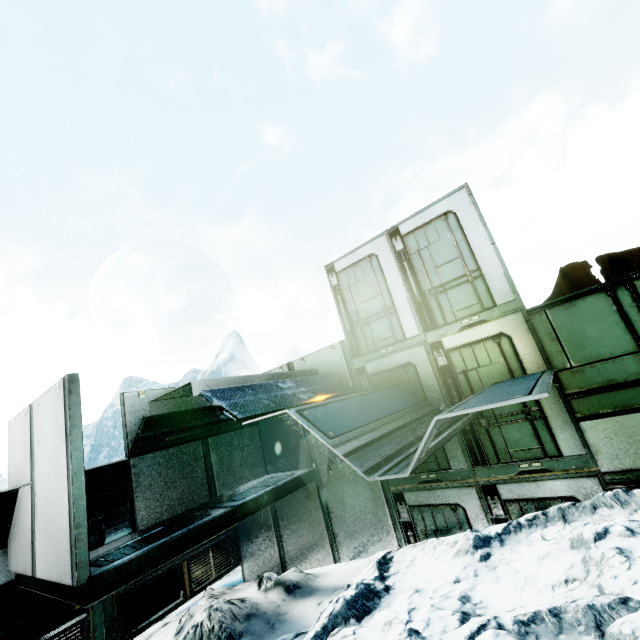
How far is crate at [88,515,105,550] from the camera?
5.65m

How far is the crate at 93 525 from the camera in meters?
5.7 m

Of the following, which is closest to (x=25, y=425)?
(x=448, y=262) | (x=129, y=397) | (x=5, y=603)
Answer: (x=129, y=397)

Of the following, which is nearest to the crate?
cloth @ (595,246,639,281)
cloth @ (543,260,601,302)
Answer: cloth @ (543,260,601,302)

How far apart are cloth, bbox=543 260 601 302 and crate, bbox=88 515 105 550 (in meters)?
8.76

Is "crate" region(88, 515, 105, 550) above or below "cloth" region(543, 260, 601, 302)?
below

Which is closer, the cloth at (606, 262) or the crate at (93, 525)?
the cloth at (606, 262)
